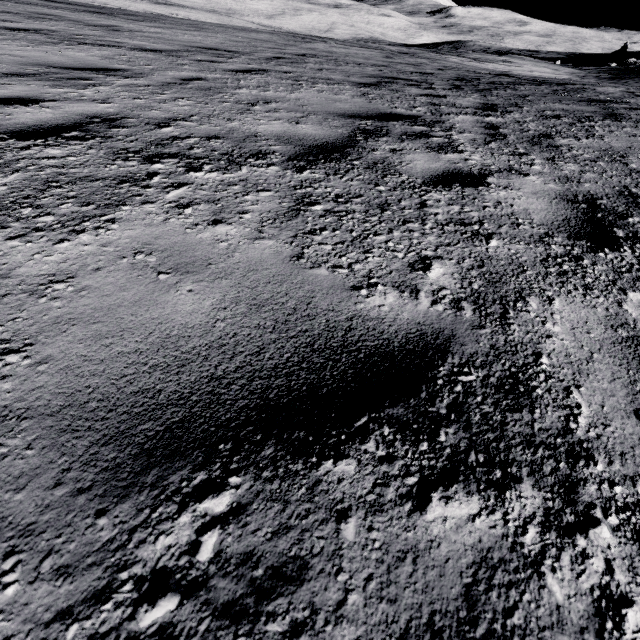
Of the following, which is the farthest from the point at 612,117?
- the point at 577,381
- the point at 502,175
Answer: the point at 577,381
